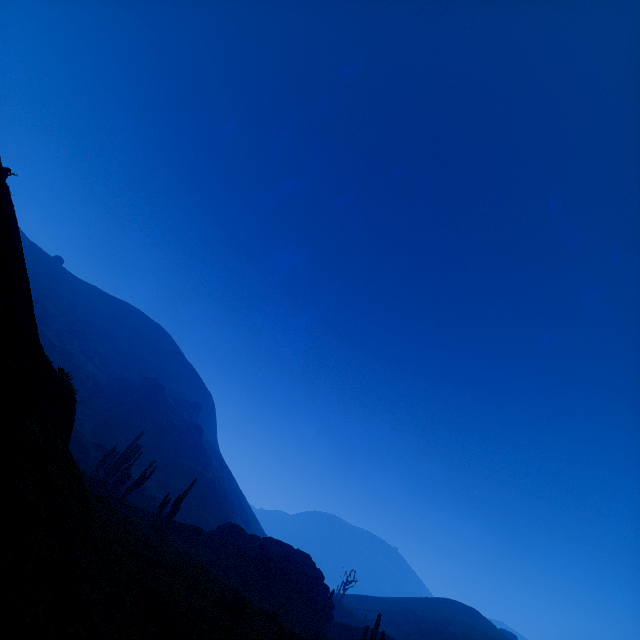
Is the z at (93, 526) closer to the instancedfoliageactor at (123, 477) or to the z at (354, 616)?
the instancedfoliageactor at (123, 477)

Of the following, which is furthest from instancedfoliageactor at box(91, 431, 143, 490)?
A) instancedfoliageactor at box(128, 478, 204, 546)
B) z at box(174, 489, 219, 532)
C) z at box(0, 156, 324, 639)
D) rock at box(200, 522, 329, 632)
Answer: z at box(174, 489, 219, 532)

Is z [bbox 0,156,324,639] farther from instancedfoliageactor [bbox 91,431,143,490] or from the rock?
the rock

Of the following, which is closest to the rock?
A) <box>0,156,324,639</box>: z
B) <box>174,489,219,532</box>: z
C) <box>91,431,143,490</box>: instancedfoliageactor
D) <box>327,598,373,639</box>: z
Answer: <box>0,156,324,639</box>: z

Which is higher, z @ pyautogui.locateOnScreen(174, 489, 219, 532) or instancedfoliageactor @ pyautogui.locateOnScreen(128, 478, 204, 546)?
z @ pyautogui.locateOnScreen(174, 489, 219, 532)

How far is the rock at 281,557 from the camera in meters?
27.3

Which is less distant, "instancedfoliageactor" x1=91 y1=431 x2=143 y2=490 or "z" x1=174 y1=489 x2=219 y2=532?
"instancedfoliageactor" x1=91 y1=431 x2=143 y2=490

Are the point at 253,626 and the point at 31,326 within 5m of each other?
no
